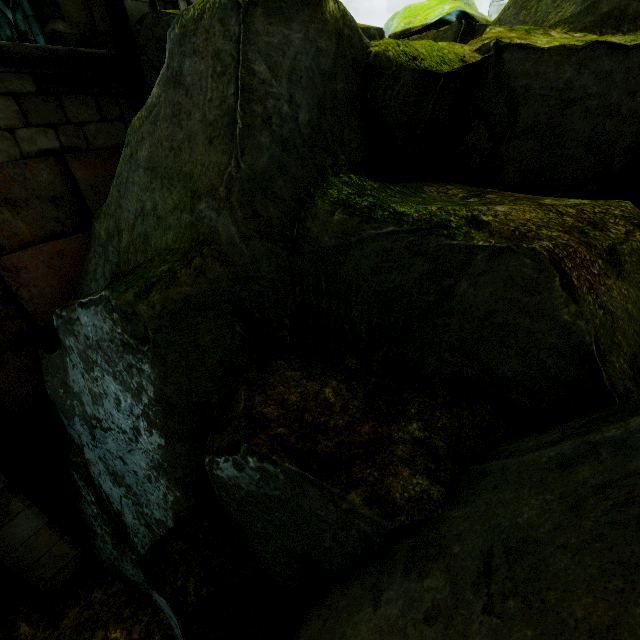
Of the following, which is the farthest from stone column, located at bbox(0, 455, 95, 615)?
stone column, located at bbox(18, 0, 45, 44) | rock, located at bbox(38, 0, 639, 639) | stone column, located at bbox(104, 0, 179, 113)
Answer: stone column, located at bbox(18, 0, 45, 44)

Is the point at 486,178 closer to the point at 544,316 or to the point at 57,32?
the point at 544,316

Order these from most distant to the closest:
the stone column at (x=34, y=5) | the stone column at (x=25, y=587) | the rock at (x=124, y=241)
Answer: the stone column at (x=34, y=5) → the stone column at (x=25, y=587) → the rock at (x=124, y=241)

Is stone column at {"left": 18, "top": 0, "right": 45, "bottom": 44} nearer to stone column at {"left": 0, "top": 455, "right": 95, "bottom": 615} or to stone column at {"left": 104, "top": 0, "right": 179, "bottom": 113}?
stone column at {"left": 104, "top": 0, "right": 179, "bottom": 113}

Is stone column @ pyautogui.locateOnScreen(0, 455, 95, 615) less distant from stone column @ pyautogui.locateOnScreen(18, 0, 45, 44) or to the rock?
the rock

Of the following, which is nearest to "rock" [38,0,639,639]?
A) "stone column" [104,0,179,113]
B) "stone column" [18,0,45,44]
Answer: "stone column" [104,0,179,113]

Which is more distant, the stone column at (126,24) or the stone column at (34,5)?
the stone column at (34,5)

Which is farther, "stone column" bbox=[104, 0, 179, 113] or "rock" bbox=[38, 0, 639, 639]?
"stone column" bbox=[104, 0, 179, 113]
